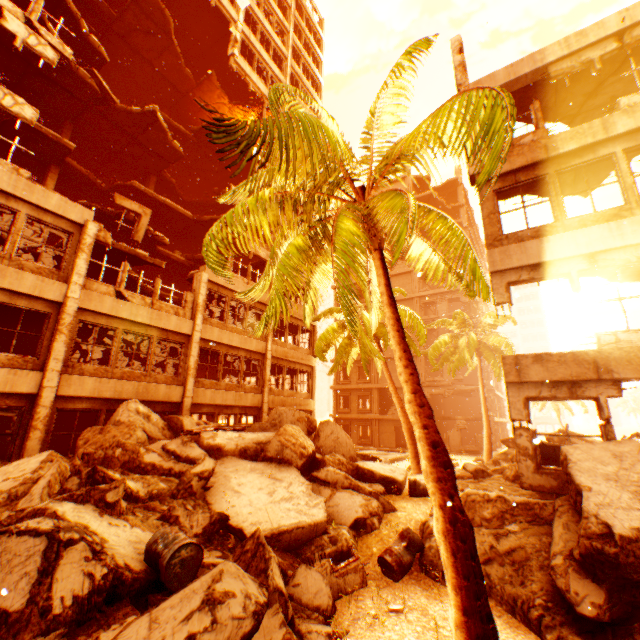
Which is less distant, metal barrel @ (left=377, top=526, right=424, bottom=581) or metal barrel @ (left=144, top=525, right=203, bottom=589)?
metal barrel @ (left=144, top=525, right=203, bottom=589)

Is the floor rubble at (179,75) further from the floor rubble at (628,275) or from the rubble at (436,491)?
the floor rubble at (628,275)

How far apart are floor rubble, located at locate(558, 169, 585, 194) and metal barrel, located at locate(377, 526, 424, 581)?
9.8 meters

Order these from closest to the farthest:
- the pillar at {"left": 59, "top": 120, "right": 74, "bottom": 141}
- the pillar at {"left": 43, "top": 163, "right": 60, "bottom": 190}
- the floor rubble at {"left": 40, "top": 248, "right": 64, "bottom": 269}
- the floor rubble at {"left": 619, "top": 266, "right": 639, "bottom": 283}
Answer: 1. the floor rubble at {"left": 619, "top": 266, "right": 639, "bottom": 283}
2. the floor rubble at {"left": 40, "top": 248, "right": 64, "bottom": 269}
3. the pillar at {"left": 43, "top": 163, "right": 60, "bottom": 190}
4. the pillar at {"left": 59, "top": 120, "right": 74, "bottom": 141}

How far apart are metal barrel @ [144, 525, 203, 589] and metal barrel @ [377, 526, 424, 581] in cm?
375

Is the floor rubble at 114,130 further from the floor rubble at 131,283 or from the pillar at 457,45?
the pillar at 457,45

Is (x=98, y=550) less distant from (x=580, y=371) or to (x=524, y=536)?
(x=524, y=536)

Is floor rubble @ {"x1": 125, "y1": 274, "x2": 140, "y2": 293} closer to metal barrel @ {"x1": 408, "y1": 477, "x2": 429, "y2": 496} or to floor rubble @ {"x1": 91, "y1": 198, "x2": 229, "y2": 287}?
floor rubble @ {"x1": 91, "y1": 198, "x2": 229, "y2": 287}
